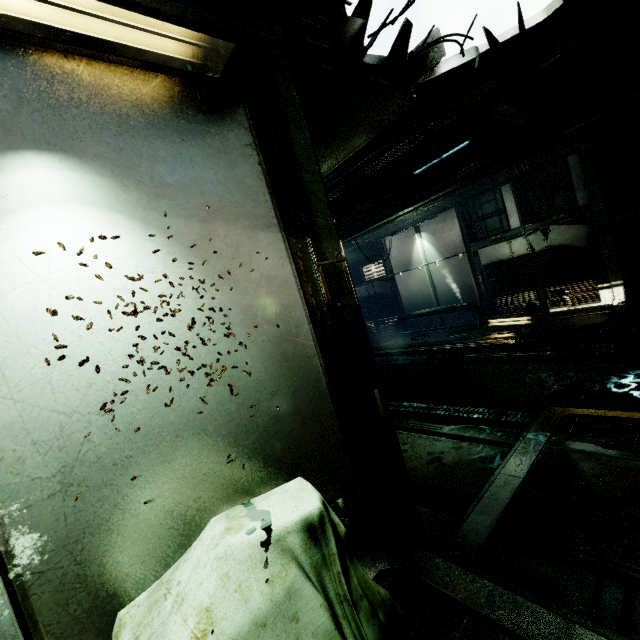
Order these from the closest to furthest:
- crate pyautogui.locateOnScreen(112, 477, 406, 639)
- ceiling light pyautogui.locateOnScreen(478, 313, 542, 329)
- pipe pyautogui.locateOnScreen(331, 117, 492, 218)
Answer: crate pyautogui.locateOnScreen(112, 477, 406, 639) < pipe pyautogui.locateOnScreen(331, 117, 492, 218) < ceiling light pyautogui.locateOnScreen(478, 313, 542, 329)

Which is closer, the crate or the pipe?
the crate

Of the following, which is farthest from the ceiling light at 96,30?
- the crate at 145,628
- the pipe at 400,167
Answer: the pipe at 400,167

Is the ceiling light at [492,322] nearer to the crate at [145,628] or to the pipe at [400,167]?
the pipe at [400,167]

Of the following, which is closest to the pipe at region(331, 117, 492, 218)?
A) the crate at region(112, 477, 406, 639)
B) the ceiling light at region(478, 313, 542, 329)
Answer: the ceiling light at region(478, 313, 542, 329)

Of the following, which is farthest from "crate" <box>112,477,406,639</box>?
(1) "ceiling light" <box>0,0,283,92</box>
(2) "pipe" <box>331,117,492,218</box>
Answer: (2) "pipe" <box>331,117,492,218</box>

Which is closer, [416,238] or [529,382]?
[529,382]

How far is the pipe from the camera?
6.3 meters
